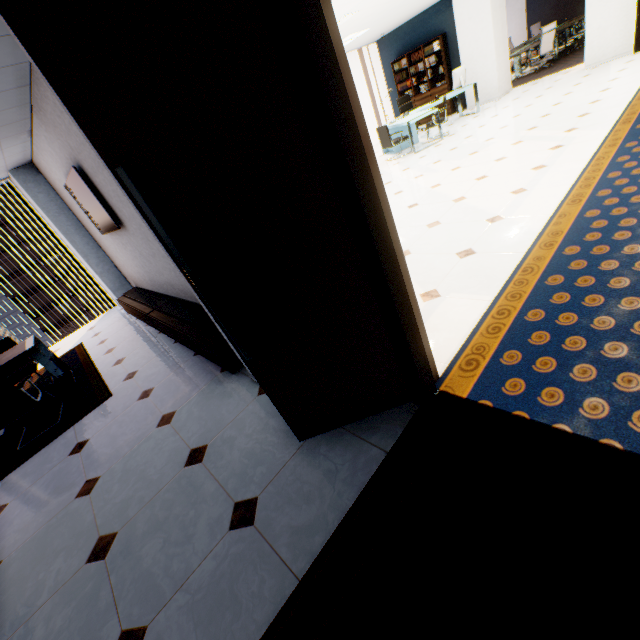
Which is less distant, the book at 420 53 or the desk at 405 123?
the desk at 405 123

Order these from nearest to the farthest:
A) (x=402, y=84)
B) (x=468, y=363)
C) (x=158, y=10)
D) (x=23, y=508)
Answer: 1. (x=158, y=10)
2. (x=468, y=363)
3. (x=23, y=508)
4. (x=402, y=84)

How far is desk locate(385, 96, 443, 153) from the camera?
7.84m

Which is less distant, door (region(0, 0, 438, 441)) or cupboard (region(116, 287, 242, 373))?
door (region(0, 0, 438, 441))

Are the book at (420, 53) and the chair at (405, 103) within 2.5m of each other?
yes

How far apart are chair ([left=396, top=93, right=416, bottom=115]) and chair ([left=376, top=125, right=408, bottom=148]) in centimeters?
208cm

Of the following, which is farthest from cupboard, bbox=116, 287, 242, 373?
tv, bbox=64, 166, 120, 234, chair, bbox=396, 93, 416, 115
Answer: chair, bbox=396, 93, 416, 115

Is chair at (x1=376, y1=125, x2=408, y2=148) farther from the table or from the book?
the table
